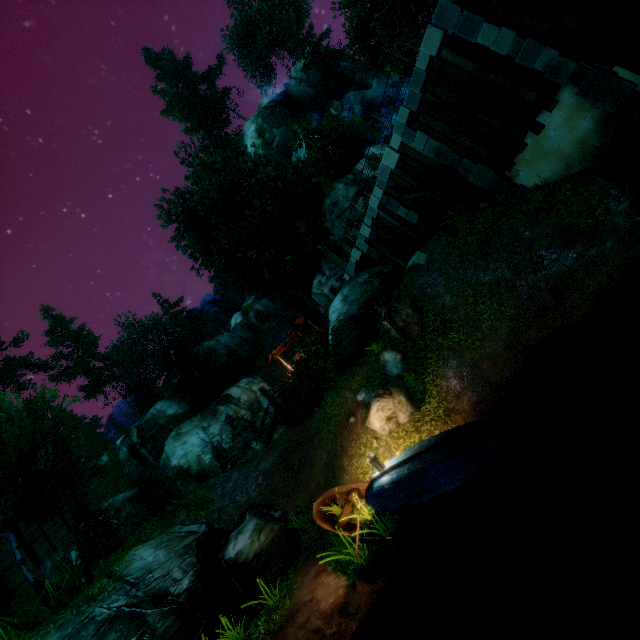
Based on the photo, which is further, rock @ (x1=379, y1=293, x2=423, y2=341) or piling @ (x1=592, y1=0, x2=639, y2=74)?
rock @ (x1=379, y1=293, x2=423, y2=341)

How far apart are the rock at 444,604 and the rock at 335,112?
42.65m

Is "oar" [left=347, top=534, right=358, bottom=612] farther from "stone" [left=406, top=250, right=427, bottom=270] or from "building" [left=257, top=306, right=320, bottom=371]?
"building" [left=257, top=306, right=320, bottom=371]

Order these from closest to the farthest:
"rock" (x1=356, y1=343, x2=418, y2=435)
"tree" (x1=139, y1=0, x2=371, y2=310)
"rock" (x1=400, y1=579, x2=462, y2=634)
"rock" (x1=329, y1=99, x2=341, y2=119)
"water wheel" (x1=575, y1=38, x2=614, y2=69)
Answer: "water wheel" (x1=575, y1=38, x2=614, y2=69)
"rock" (x1=400, y1=579, x2=462, y2=634)
"rock" (x1=356, y1=343, x2=418, y2=435)
"tree" (x1=139, y1=0, x2=371, y2=310)
"rock" (x1=329, y1=99, x2=341, y2=119)

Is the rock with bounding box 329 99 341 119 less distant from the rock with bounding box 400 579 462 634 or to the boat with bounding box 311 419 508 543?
the boat with bounding box 311 419 508 543

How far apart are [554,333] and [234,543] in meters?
12.1

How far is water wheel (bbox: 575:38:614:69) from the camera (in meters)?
4.12

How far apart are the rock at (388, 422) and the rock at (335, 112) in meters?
36.9
